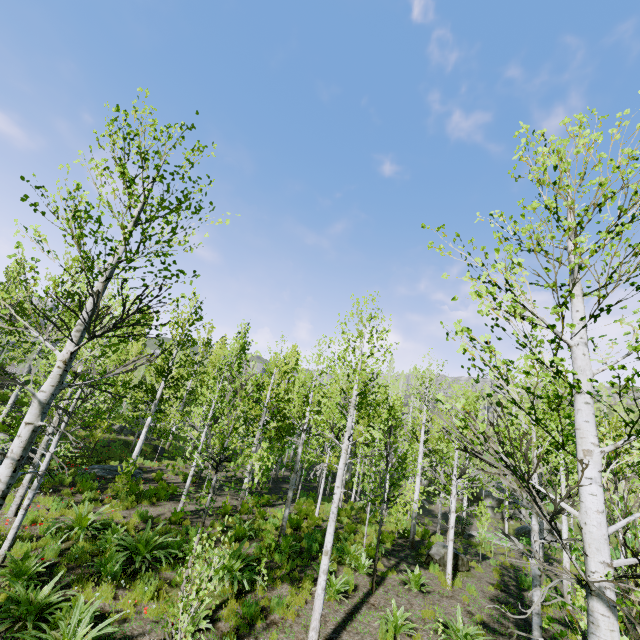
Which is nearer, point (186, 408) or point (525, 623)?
point (525, 623)

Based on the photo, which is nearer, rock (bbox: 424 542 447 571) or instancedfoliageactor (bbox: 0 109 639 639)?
instancedfoliageactor (bbox: 0 109 639 639)

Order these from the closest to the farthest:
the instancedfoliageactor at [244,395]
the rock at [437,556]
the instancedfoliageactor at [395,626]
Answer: the instancedfoliageactor at [244,395] → the instancedfoliageactor at [395,626] → the rock at [437,556]

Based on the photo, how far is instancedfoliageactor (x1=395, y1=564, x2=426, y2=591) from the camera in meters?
10.2

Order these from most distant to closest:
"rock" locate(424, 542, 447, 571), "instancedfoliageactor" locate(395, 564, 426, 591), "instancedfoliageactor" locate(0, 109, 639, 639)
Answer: "rock" locate(424, 542, 447, 571) < "instancedfoliageactor" locate(395, 564, 426, 591) < "instancedfoliageactor" locate(0, 109, 639, 639)

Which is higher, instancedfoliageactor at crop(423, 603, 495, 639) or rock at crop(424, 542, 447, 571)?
rock at crop(424, 542, 447, 571)

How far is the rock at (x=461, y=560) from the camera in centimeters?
1288cm
